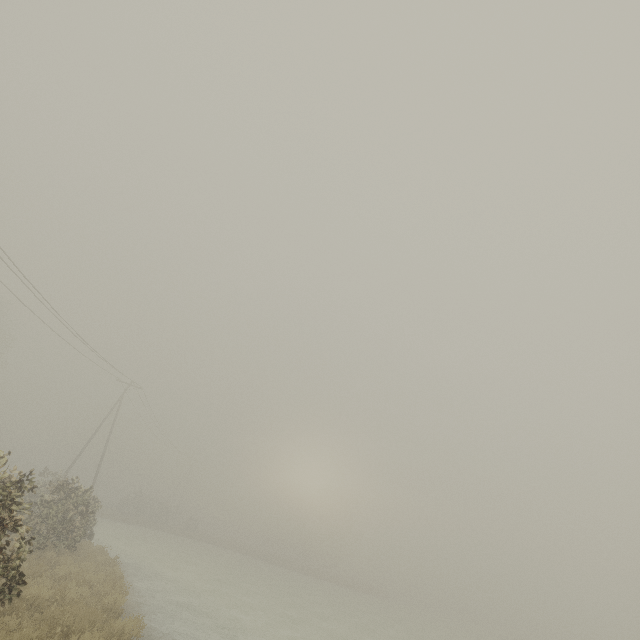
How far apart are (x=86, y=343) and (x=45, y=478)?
53.0 meters

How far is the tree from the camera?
57.5 meters

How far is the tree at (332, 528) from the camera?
57.48m
